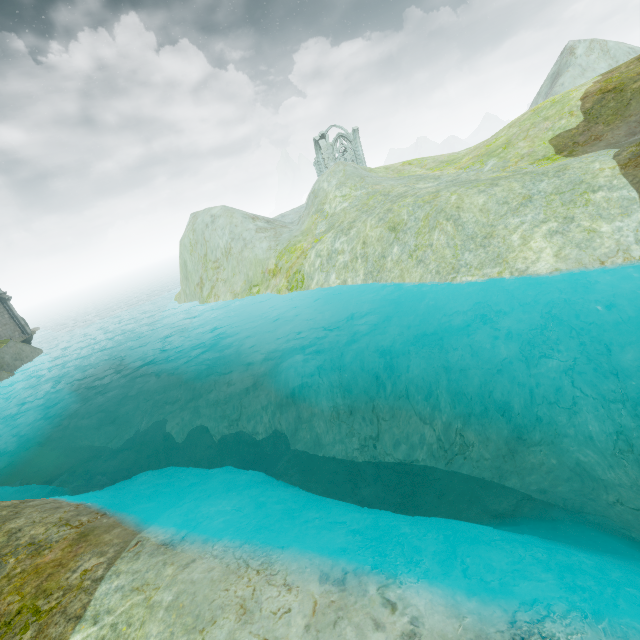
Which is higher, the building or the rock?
the building

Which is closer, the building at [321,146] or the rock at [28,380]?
the rock at [28,380]

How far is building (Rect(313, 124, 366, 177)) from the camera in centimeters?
5103cm

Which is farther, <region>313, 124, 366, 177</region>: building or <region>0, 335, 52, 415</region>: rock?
<region>313, 124, 366, 177</region>: building

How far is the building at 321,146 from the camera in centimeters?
5103cm

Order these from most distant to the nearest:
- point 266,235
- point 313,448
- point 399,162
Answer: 1. point 399,162
2. point 266,235
3. point 313,448
